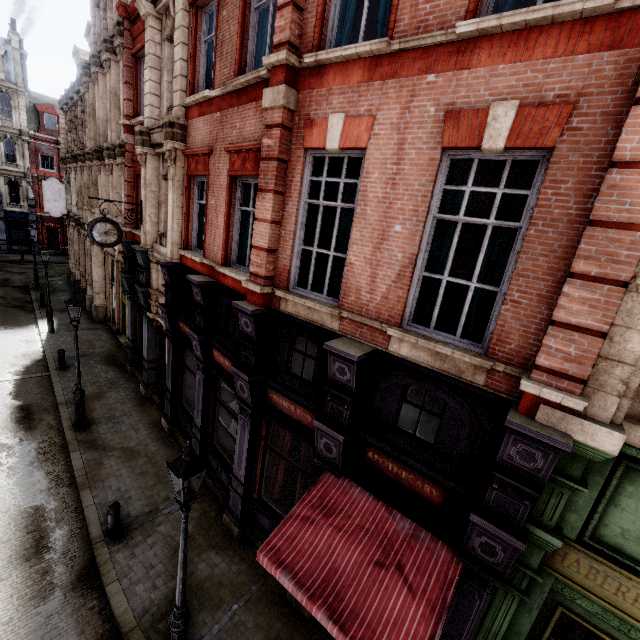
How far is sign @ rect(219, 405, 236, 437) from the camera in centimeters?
866cm

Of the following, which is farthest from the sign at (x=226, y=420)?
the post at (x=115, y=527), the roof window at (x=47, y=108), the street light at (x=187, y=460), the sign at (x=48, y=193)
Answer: the roof window at (x=47, y=108)

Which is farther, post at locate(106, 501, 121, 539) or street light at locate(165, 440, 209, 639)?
post at locate(106, 501, 121, 539)

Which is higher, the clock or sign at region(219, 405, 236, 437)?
the clock

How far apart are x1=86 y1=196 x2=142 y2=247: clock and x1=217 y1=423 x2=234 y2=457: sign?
7.36m

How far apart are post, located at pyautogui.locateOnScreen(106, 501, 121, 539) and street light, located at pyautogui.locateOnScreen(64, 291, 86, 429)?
4.7 meters

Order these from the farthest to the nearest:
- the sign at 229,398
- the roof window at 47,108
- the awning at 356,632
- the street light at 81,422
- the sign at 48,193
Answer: the roof window at 47,108 < the sign at 48,193 < the street light at 81,422 < the sign at 229,398 < the awning at 356,632

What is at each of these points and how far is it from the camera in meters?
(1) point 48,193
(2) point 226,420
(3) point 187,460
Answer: (1) sign, 20.8 m
(2) sign, 9.0 m
(3) street light, 4.5 m
